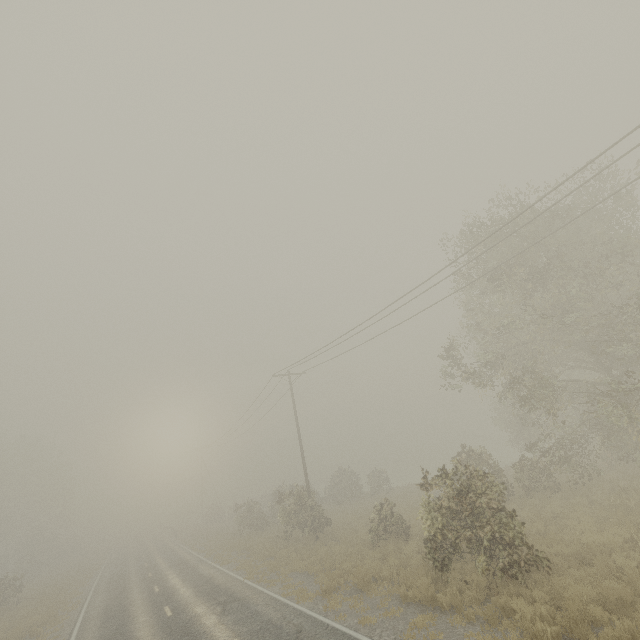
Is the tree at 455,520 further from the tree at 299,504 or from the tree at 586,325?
the tree at 586,325

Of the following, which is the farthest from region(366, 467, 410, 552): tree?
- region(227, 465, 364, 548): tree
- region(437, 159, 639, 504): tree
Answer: region(437, 159, 639, 504): tree

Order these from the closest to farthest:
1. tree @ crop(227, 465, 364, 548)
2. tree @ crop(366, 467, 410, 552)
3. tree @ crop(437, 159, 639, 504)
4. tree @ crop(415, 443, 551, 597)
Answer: tree @ crop(415, 443, 551, 597)
tree @ crop(437, 159, 639, 504)
tree @ crop(366, 467, 410, 552)
tree @ crop(227, 465, 364, 548)

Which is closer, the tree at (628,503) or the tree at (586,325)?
the tree at (628,503)

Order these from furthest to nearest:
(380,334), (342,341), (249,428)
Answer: (249,428) < (342,341) < (380,334)

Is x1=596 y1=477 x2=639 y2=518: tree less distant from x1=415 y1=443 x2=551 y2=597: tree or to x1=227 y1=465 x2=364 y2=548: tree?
x1=415 y1=443 x2=551 y2=597: tree
